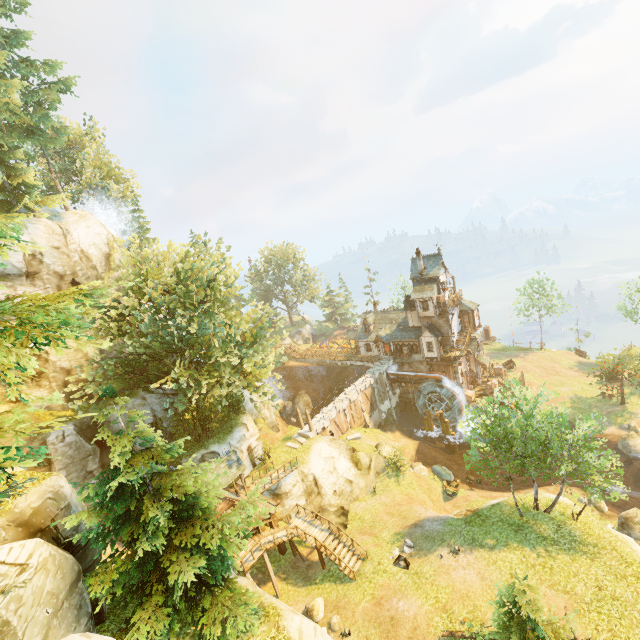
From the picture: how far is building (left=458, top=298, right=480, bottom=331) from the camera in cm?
4300

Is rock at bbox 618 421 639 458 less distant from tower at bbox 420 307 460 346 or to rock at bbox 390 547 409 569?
tower at bbox 420 307 460 346

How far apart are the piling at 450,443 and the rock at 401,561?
22.1m

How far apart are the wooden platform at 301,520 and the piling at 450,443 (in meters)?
22.38

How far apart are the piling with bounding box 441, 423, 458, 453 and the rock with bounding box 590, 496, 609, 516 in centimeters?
1354cm

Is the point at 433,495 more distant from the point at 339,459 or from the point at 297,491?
Answer: the point at 297,491

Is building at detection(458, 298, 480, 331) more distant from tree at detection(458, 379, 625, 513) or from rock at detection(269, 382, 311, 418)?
rock at detection(269, 382, 311, 418)

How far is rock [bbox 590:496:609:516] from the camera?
26.15m
